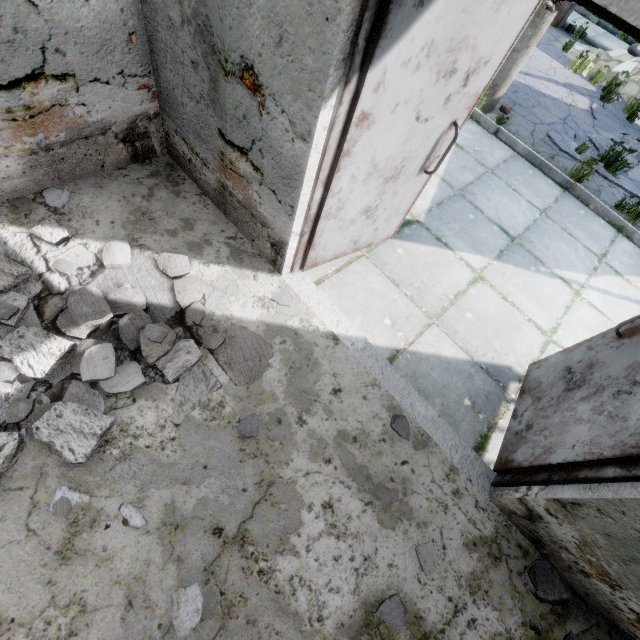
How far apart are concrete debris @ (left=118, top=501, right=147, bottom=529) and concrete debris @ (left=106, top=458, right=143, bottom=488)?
0.2m

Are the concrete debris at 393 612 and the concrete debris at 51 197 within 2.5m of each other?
no

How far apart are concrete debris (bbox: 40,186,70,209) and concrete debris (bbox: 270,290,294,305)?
1.91m

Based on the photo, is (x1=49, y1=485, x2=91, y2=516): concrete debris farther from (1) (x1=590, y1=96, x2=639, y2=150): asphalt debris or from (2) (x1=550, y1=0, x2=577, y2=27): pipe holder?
(2) (x1=550, y1=0, x2=577, y2=27): pipe holder

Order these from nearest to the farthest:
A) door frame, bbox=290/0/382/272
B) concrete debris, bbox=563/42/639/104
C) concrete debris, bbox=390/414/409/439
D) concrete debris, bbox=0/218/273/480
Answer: door frame, bbox=290/0/382/272, concrete debris, bbox=0/218/273/480, concrete debris, bbox=390/414/409/439, concrete debris, bbox=563/42/639/104

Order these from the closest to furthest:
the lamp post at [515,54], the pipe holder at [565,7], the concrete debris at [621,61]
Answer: the lamp post at [515,54], the concrete debris at [621,61], the pipe holder at [565,7]

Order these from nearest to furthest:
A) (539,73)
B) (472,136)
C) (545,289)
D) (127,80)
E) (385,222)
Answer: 1. (127,80)
2. (385,222)
3. (545,289)
4. (472,136)
5. (539,73)

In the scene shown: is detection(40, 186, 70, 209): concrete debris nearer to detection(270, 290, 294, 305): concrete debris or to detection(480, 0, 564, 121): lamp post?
detection(270, 290, 294, 305): concrete debris
